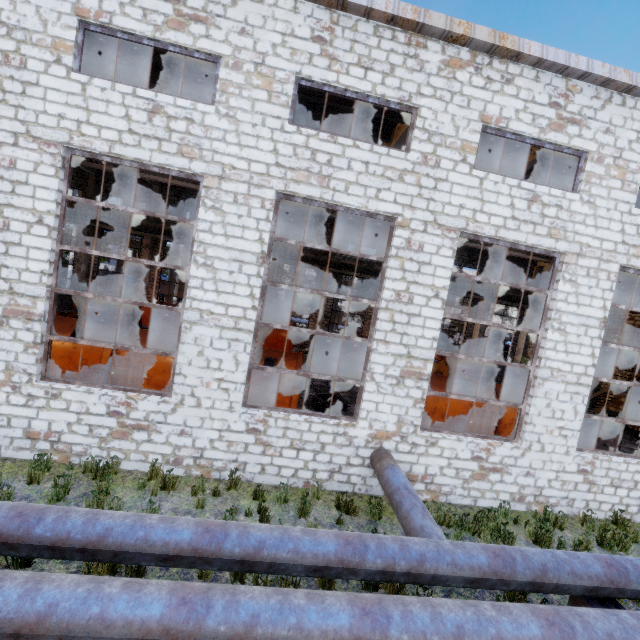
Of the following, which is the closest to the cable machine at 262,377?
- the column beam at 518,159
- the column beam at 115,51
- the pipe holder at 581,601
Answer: the column beam at 115,51

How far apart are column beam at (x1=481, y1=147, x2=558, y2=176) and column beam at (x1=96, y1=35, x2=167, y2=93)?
13.0m

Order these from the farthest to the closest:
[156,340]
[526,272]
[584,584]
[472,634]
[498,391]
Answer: [526,272] → [498,391] → [156,340] → [584,584] → [472,634]

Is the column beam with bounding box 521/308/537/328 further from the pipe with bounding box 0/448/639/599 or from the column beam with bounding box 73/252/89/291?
the column beam with bounding box 73/252/89/291

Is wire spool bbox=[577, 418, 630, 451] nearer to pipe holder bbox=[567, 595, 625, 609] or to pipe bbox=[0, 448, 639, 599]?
pipe bbox=[0, 448, 639, 599]

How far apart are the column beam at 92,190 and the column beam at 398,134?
17.5m

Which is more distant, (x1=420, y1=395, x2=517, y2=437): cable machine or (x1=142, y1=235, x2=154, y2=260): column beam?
(x1=142, y1=235, x2=154, y2=260): column beam

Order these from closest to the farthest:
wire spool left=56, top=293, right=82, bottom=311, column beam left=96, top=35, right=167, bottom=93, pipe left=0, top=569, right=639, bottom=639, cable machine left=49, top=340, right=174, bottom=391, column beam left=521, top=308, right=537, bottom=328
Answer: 1. pipe left=0, top=569, right=639, bottom=639
2. column beam left=96, top=35, right=167, bottom=93
3. cable machine left=49, top=340, right=174, bottom=391
4. wire spool left=56, top=293, right=82, bottom=311
5. column beam left=521, top=308, right=537, bottom=328
